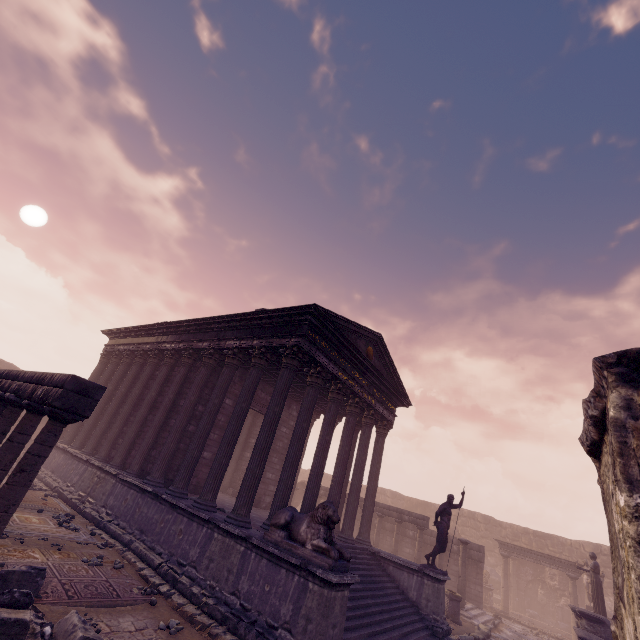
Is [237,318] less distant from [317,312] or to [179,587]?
[317,312]

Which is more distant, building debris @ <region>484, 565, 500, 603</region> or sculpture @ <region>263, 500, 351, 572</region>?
building debris @ <region>484, 565, 500, 603</region>

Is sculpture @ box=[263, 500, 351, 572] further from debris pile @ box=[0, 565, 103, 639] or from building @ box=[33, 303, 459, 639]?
debris pile @ box=[0, 565, 103, 639]

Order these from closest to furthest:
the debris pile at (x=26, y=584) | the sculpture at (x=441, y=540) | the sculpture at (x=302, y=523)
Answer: the debris pile at (x=26, y=584) → the sculpture at (x=302, y=523) → the sculpture at (x=441, y=540)

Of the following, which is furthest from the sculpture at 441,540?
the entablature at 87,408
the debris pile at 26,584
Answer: the entablature at 87,408

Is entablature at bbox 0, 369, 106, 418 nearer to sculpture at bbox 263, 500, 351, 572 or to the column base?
sculpture at bbox 263, 500, 351, 572

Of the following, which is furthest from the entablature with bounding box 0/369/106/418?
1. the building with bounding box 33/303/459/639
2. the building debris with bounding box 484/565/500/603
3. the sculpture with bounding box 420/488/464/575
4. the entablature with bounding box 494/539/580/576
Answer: the building debris with bounding box 484/565/500/603

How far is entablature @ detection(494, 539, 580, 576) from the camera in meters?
18.1
